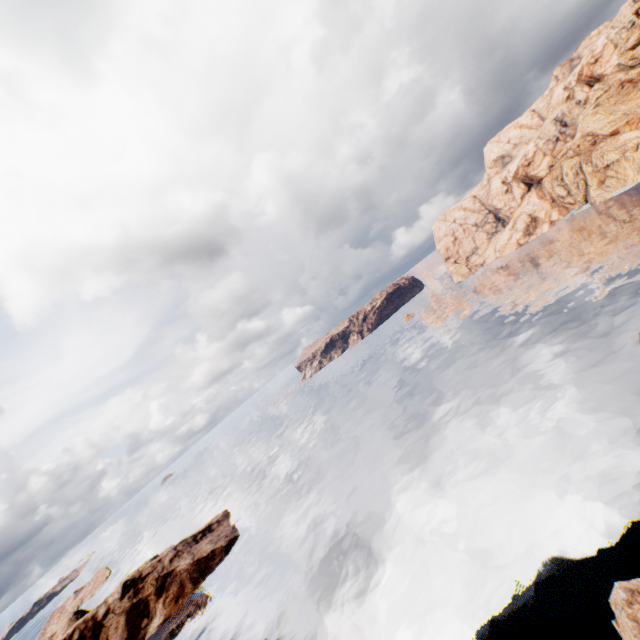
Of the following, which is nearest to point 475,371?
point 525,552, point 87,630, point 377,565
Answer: point 525,552

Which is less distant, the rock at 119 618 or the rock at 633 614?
the rock at 633 614

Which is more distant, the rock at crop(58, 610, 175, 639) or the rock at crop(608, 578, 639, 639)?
the rock at crop(58, 610, 175, 639)
